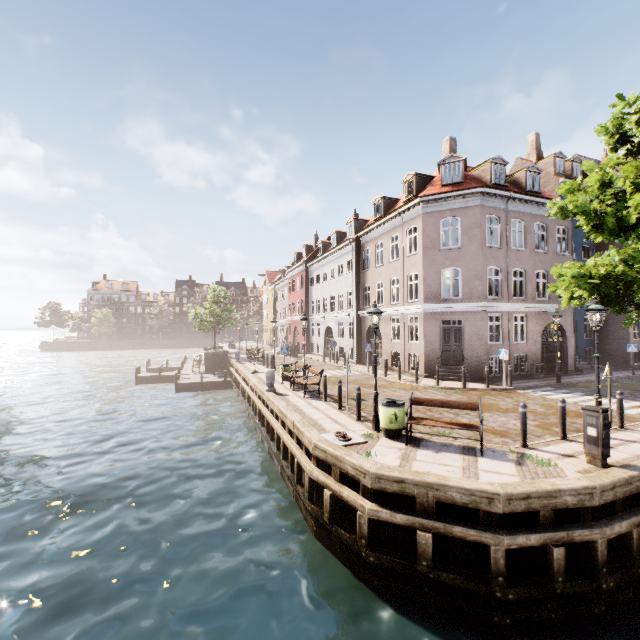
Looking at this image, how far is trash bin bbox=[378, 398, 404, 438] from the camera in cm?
874

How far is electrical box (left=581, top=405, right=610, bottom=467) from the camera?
6.9m

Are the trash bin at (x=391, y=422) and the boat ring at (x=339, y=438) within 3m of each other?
yes

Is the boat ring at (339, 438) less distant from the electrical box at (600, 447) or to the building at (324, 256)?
the electrical box at (600, 447)

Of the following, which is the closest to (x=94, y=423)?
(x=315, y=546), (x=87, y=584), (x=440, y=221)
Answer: (x=87, y=584)

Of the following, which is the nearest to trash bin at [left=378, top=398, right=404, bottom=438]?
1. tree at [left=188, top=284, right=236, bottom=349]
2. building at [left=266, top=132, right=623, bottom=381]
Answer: building at [left=266, top=132, right=623, bottom=381]

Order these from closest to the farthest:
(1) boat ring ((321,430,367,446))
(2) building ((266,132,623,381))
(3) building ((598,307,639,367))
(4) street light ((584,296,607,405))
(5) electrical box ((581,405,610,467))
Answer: (5) electrical box ((581,405,610,467)), (1) boat ring ((321,430,367,446)), (4) street light ((584,296,607,405)), (2) building ((266,132,623,381)), (3) building ((598,307,639,367))

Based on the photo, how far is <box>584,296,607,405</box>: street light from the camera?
8.89m
